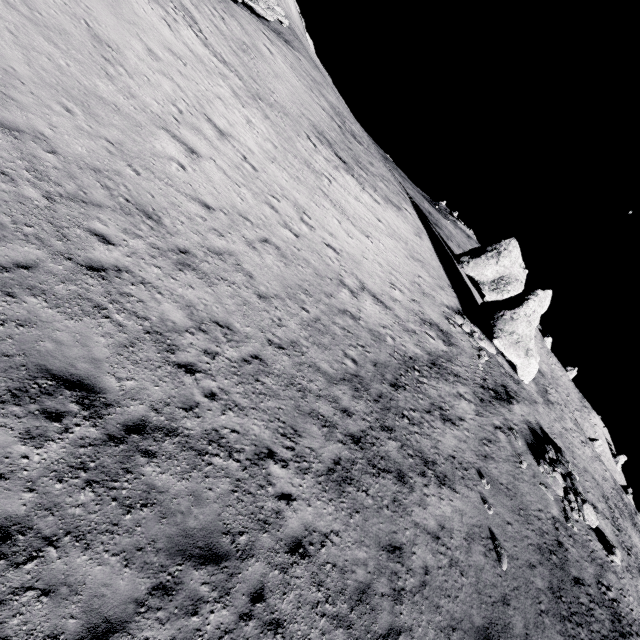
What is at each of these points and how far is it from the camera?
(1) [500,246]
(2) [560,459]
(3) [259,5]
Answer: (1) stone, 36.1m
(2) stone, 20.8m
(3) stone, 34.4m

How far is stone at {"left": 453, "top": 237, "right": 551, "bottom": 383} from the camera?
24.95m

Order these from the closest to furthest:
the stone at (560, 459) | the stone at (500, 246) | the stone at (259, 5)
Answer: the stone at (560, 459) → the stone at (500, 246) → the stone at (259, 5)

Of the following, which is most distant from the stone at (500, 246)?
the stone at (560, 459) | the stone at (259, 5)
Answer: the stone at (259, 5)

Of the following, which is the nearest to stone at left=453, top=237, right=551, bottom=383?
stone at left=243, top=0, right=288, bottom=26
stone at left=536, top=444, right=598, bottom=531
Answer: stone at left=536, top=444, right=598, bottom=531

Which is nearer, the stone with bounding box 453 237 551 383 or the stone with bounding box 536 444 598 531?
the stone with bounding box 536 444 598 531

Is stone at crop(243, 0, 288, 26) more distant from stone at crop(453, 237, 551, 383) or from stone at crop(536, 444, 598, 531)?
stone at crop(536, 444, 598, 531)
